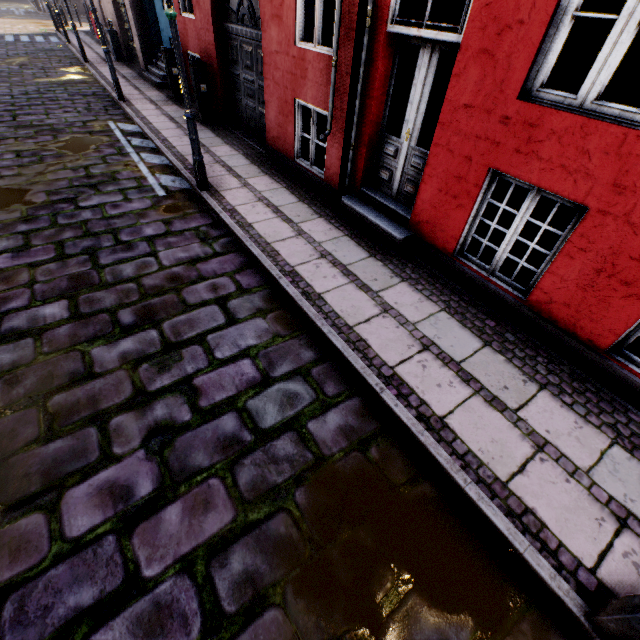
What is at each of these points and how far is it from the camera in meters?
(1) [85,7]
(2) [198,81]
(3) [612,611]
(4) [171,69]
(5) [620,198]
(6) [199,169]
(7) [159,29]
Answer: (1) building, 20.4
(2) electrical box, 8.3
(3) street light, 1.9
(4) electrical box, 9.7
(5) building, 2.8
(6) street light, 5.6
(7) building, 10.7

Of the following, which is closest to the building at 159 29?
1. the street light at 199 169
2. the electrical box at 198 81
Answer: the electrical box at 198 81

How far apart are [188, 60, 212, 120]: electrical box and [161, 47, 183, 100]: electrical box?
2.09m

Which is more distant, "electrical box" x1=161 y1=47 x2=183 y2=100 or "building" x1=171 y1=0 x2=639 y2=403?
"electrical box" x1=161 y1=47 x2=183 y2=100

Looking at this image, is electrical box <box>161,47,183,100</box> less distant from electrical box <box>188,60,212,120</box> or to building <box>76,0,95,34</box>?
building <box>76,0,95,34</box>

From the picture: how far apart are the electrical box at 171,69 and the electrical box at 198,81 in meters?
2.1 m

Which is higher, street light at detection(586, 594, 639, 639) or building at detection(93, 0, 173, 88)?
building at detection(93, 0, 173, 88)

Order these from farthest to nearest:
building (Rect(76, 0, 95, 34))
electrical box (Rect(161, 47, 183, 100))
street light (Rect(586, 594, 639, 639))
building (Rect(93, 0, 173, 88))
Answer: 1. building (Rect(76, 0, 95, 34))
2. building (Rect(93, 0, 173, 88))
3. electrical box (Rect(161, 47, 183, 100))
4. street light (Rect(586, 594, 639, 639))
